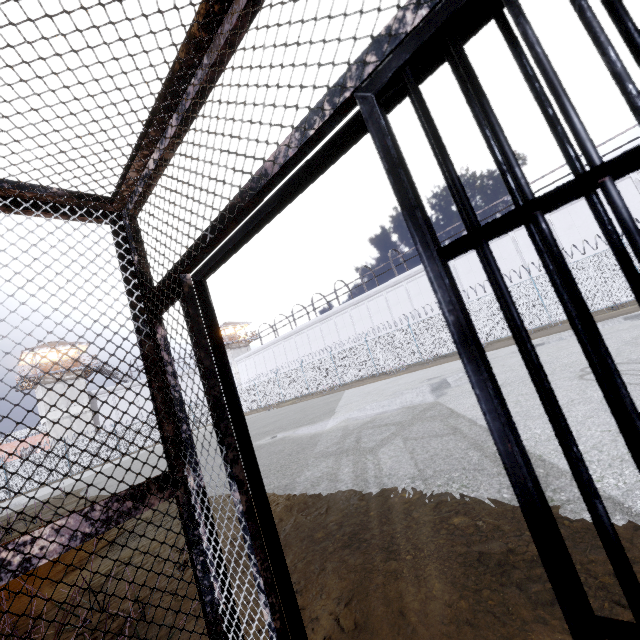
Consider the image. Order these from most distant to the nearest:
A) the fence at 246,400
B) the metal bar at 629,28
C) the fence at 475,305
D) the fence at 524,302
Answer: the fence at 246,400, the fence at 475,305, the fence at 524,302, the metal bar at 629,28

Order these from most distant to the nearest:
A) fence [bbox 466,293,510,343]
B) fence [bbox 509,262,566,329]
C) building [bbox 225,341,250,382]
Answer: building [bbox 225,341,250,382] → fence [bbox 466,293,510,343] → fence [bbox 509,262,566,329]

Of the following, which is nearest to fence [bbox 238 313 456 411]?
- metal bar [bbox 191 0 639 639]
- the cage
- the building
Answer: the cage

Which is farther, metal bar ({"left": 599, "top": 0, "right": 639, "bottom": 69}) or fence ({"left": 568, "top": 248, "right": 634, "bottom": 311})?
fence ({"left": 568, "top": 248, "right": 634, "bottom": 311})

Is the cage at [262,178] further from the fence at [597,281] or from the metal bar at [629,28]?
the fence at [597,281]

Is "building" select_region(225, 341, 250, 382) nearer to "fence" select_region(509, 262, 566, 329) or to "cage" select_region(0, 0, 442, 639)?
"fence" select_region(509, 262, 566, 329)

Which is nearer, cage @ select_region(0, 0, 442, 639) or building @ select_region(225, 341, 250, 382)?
cage @ select_region(0, 0, 442, 639)

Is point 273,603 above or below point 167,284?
below
